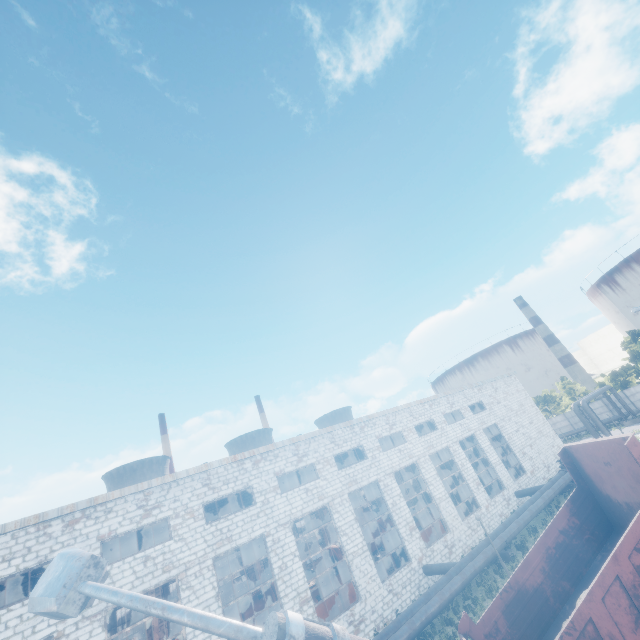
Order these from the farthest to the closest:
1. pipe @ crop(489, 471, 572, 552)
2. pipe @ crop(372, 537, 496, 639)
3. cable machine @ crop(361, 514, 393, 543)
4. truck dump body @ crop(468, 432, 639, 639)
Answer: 1. cable machine @ crop(361, 514, 393, 543)
2. pipe @ crop(489, 471, 572, 552)
3. pipe @ crop(372, 537, 496, 639)
4. truck dump body @ crop(468, 432, 639, 639)

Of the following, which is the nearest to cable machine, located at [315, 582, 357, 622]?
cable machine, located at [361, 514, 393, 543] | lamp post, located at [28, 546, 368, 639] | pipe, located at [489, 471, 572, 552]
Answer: pipe, located at [489, 471, 572, 552]

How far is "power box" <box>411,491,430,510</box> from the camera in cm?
4144

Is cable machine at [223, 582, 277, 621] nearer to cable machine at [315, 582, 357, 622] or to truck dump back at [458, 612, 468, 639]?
cable machine at [315, 582, 357, 622]

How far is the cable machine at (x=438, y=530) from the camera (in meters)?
25.34

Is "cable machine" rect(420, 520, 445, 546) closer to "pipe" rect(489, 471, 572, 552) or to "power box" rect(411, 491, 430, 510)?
"pipe" rect(489, 471, 572, 552)

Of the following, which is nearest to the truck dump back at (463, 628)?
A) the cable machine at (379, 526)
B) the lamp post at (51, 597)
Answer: the lamp post at (51, 597)

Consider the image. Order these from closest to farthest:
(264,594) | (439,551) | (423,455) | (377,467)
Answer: (439,551) → (377,467) → (423,455) → (264,594)
